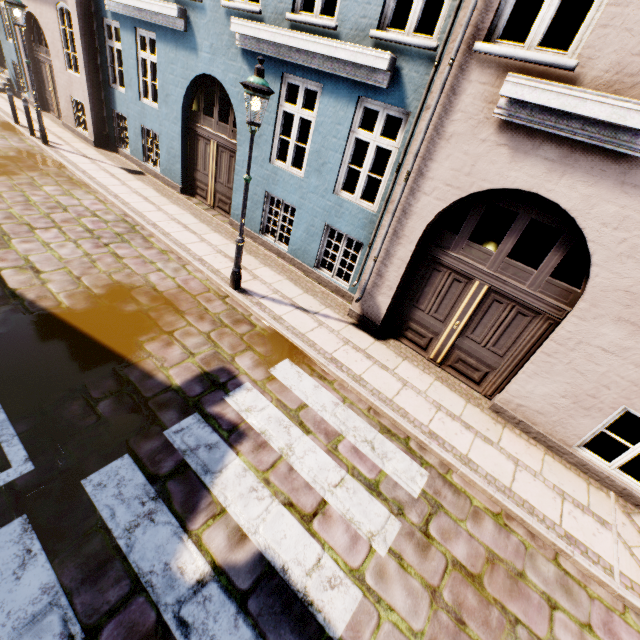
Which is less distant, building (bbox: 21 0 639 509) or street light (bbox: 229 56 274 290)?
building (bbox: 21 0 639 509)

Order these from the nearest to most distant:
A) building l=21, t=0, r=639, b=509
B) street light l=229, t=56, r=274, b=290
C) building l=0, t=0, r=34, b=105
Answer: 1. building l=21, t=0, r=639, b=509
2. street light l=229, t=56, r=274, b=290
3. building l=0, t=0, r=34, b=105

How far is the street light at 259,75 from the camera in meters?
4.6 m

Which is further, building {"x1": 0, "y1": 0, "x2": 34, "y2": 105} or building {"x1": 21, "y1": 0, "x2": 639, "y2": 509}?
building {"x1": 0, "y1": 0, "x2": 34, "y2": 105}

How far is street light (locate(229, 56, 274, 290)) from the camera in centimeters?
462cm

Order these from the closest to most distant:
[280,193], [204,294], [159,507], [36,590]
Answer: [36,590] → [159,507] → [204,294] → [280,193]

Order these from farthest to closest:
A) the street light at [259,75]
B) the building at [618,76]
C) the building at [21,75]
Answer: the building at [21,75]
the street light at [259,75]
the building at [618,76]
